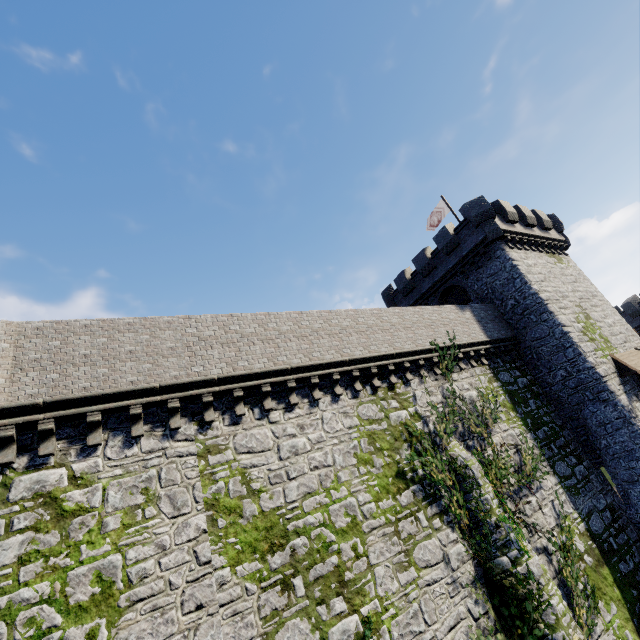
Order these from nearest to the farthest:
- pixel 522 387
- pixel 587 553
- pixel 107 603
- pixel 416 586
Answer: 1. pixel 107 603
2. pixel 416 586
3. pixel 587 553
4. pixel 522 387

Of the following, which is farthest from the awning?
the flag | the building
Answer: the flag

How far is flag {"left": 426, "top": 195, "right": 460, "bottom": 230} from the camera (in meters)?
26.02

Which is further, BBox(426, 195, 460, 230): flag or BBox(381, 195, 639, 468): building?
BBox(426, 195, 460, 230): flag

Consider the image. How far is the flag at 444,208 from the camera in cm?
2602

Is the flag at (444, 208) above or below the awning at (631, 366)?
above

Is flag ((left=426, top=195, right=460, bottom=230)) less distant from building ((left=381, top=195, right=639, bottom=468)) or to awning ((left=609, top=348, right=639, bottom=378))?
building ((left=381, top=195, right=639, bottom=468))
